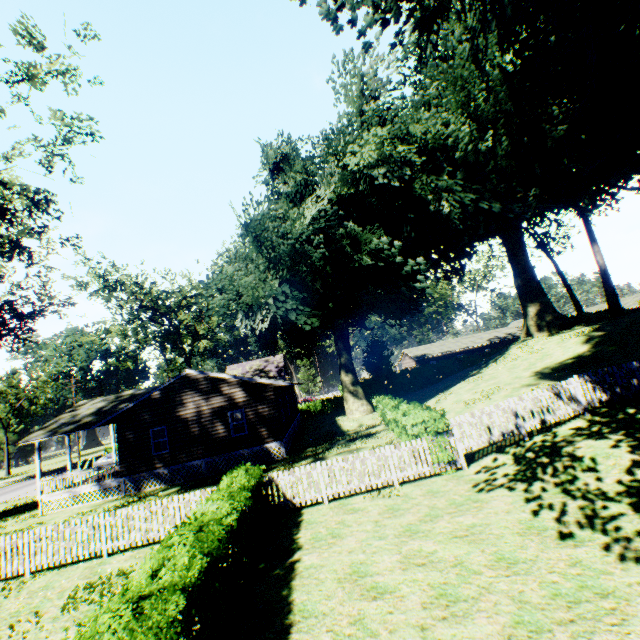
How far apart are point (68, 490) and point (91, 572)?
13.1m

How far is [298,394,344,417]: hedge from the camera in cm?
4431

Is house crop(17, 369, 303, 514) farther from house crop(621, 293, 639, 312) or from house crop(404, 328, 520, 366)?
house crop(621, 293, 639, 312)

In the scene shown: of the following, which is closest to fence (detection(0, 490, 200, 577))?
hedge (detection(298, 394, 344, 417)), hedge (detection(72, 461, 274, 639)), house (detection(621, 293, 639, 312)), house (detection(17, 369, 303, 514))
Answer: hedge (detection(72, 461, 274, 639))

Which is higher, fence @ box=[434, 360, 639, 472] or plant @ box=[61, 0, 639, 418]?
plant @ box=[61, 0, 639, 418]

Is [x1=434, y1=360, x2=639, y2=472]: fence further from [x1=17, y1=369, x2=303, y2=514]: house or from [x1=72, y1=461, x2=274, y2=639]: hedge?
[x1=17, y1=369, x2=303, y2=514]: house

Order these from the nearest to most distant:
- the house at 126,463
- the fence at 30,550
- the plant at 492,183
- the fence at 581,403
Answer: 1. the fence at 30,550
2. the fence at 581,403
3. the plant at 492,183
4. the house at 126,463

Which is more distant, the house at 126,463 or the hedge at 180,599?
the house at 126,463
